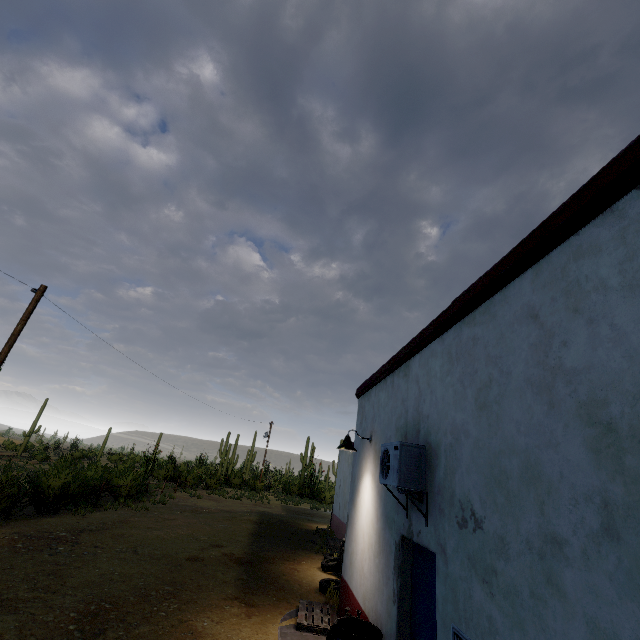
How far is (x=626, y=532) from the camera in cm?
176

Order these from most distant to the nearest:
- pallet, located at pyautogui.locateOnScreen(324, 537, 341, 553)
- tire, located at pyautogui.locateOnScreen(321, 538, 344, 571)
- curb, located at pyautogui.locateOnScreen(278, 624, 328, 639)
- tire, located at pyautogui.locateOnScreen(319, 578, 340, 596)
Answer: pallet, located at pyautogui.locateOnScreen(324, 537, 341, 553)
tire, located at pyautogui.locateOnScreen(321, 538, 344, 571)
tire, located at pyautogui.locateOnScreen(319, 578, 340, 596)
curb, located at pyautogui.locateOnScreen(278, 624, 328, 639)

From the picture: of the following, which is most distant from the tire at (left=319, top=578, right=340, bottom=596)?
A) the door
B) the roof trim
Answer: the door

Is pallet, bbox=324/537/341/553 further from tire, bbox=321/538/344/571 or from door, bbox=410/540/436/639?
door, bbox=410/540/436/639

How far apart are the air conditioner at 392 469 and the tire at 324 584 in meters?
5.0 m

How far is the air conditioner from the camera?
4.0 meters

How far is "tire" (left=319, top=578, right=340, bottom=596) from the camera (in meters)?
8.12

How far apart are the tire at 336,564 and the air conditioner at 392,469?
6.8m
